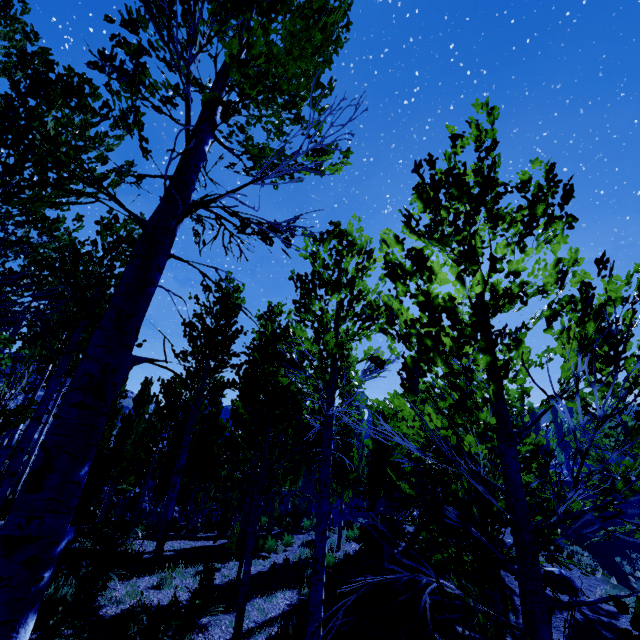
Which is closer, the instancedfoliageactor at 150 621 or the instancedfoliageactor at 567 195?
the instancedfoliageactor at 567 195

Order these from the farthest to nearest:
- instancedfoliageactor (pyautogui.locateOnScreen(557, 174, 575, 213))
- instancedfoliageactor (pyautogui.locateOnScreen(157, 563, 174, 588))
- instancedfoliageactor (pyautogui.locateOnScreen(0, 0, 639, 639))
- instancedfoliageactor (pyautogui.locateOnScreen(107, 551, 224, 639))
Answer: instancedfoliageactor (pyautogui.locateOnScreen(157, 563, 174, 588)) < instancedfoliageactor (pyautogui.locateOnScreen(107, 551, 224, 639)) < instancedfoliageactor (pyautogui.locateOnScreen(557, 174, 575, 213)) < instancedfoliageactor (pyautogui.locateOnScreen(0, 0, 639, 639))

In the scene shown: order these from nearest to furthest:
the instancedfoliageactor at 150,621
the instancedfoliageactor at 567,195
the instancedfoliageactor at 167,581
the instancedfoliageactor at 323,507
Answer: the instancedfoliageactor at 323,507
the instancedfoliageactor at 567,195
the instancedfoliageactor at 150,621
the instancedfoliageactor at 167,581

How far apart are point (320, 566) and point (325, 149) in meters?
6.0 m

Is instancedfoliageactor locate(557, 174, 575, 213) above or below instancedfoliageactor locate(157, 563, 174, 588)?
above

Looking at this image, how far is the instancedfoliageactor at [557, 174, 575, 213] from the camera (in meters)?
2.41
